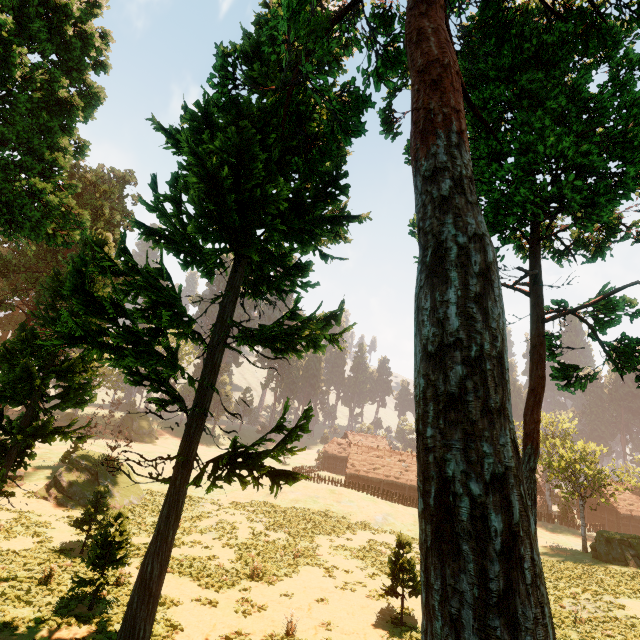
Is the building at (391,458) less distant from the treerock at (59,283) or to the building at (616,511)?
the treerock at (59,283)

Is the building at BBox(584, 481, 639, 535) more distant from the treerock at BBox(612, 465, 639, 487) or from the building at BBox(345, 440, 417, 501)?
the building at BBox(345, 440, 417, 501)

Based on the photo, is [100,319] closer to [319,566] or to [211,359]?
[211,359]

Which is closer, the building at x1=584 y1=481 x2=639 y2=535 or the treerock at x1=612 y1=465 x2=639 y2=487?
the treerock at x1=612 y1=465 x2=639 y2=487

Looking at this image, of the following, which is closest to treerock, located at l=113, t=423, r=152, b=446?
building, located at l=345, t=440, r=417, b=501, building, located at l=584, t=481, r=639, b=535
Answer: building, located at l=345, t=440, r=417, b=501

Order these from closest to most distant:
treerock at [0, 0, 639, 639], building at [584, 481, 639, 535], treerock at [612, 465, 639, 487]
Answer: treerock at [0, 0, 639, 639]
treerock at [612, 465, 639, 487]
building at [584, 481, 639, 535]

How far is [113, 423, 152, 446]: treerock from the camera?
29.7m

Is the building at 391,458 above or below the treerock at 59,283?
below
